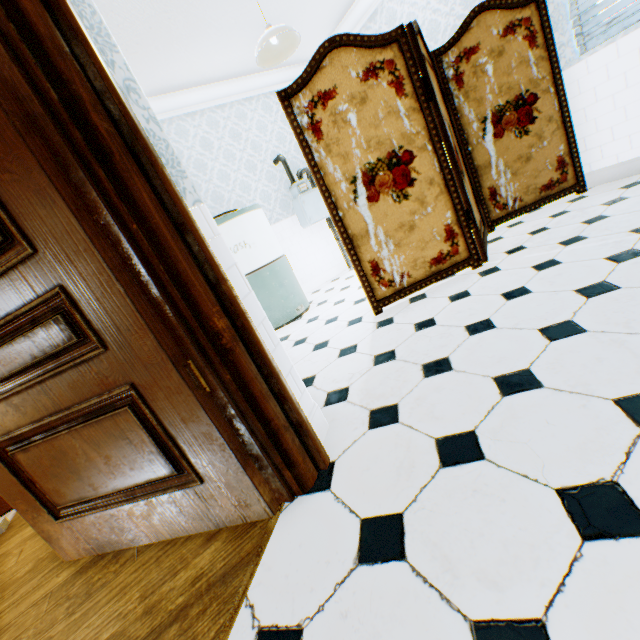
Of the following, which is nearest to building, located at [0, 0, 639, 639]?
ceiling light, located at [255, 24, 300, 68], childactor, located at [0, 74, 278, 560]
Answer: childactor, located at [0, 74, 278, 560]

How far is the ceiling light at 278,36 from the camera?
2.92m

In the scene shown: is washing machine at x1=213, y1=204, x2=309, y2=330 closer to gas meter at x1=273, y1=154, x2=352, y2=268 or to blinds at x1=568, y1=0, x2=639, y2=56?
gas meter at x1=273, y1=154, x2=352, y2=268

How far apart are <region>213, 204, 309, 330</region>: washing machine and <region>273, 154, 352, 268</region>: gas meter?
0.8m

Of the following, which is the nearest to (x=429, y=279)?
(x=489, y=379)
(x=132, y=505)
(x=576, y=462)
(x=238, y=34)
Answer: (x=489, y=379)

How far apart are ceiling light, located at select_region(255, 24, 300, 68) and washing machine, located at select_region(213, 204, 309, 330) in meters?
1.3 m

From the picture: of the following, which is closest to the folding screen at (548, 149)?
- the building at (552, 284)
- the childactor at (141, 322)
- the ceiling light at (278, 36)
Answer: the building at (552, 284)

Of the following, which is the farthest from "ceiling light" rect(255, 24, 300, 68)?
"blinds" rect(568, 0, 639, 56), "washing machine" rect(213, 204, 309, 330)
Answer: "blinds" rect(568, 0, 639, 56)
